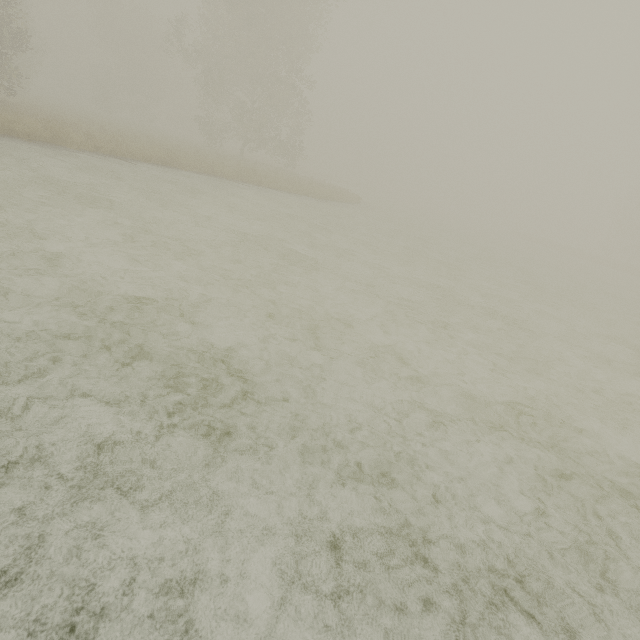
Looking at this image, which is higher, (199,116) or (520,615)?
(199,116)
